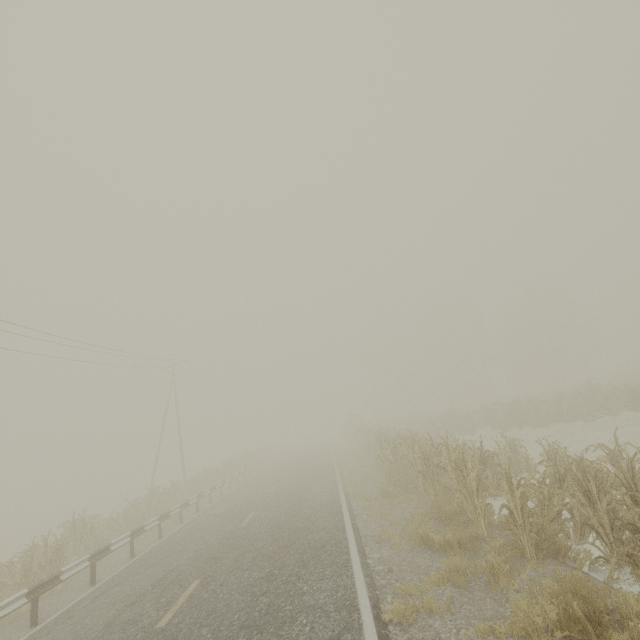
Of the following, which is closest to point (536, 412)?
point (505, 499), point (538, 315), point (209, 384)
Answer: point (505, 499)

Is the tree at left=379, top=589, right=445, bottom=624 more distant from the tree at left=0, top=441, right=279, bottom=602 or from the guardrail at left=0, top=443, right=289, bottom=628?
the tree at left=0, top=441, right=279, bottom=602

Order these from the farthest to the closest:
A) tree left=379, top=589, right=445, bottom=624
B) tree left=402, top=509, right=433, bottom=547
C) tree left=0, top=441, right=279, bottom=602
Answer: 1. tree left=0, top=441, right=279, bottom=602
2. tree left=402, top=509, right=433, bottom=547
3. tree left=379, top=589, right=445, bottom=624

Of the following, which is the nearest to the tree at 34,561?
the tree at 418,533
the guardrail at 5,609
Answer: the guardrail at 5,609

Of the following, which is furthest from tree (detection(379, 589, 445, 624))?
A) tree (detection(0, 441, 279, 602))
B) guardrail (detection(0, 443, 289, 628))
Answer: tree (detection(0, 441, 279, 602))

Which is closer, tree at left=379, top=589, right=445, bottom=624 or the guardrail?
tree at left=379, top=589, right=445, bottom=624

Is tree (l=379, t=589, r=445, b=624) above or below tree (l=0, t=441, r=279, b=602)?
below

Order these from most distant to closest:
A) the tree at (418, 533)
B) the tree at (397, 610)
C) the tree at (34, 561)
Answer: the tree at (34, 561) < the tree at (418, 533) < the tree at (397, 610)
